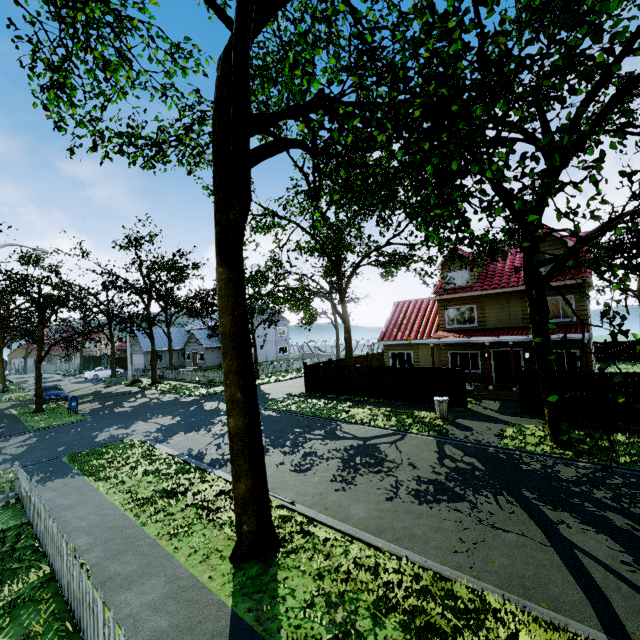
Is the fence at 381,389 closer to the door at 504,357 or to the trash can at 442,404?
the trash can at 442,404

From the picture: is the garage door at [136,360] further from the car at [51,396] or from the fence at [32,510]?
the car at [51,396]

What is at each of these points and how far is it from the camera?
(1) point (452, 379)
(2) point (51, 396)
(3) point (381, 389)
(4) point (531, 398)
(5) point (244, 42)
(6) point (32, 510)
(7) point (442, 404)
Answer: (1) fence, 16.98m
(2) car, 25.66m
(3) fence, 19.80m
(4) fence, 14.69m
(5) tree, 4.95m
(6) fence, 7.70m
(7) trash can, 14.84m

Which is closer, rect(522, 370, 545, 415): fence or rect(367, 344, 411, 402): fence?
rect(522, 370, 545, 415): fence

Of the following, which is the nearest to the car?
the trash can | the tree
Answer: the tree

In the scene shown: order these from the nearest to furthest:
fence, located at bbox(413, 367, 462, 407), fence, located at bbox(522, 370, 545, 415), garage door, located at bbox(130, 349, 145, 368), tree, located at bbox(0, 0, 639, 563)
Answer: tree, located at bbox(0, 0, 639, 563)
fence, located at bbox(522, 370, 545, 415)
fence, located at bbox(413, 367, 462, 407)
garage door, located at bbox(130, 349, 145, 368)

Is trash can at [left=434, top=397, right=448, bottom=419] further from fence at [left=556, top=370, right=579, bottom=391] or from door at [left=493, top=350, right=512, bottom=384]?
door at [left=493, top=350, right=512, bottom=384]

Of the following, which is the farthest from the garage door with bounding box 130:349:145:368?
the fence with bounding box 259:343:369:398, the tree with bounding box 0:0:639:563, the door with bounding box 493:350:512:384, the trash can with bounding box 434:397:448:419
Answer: the door with bounding box 493:350:512:384
